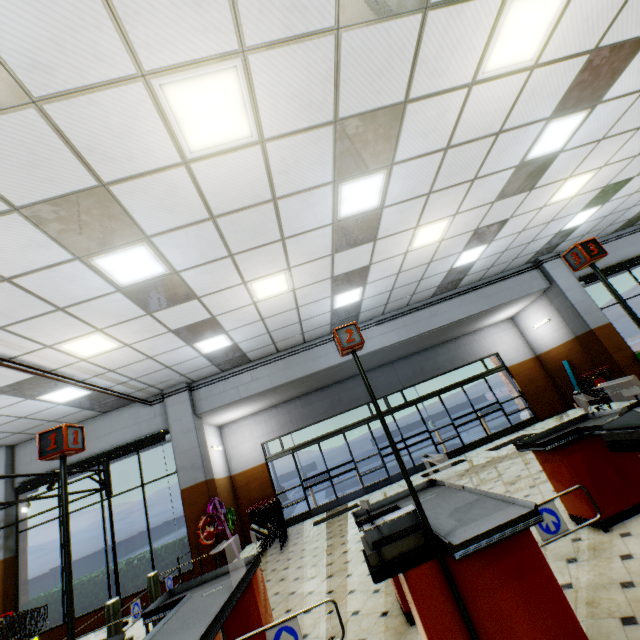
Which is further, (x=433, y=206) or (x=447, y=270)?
(x=447, y=270)

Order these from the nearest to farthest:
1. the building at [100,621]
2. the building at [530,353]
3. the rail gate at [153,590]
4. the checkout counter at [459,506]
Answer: the checkout counter at [459,506], the rail gate at [153,590], the building at [100,621], the building at [530,353]

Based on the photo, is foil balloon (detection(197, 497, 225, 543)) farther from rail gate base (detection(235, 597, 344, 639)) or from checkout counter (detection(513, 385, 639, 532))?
rail gate base (detection(235, 597, 344, 639))

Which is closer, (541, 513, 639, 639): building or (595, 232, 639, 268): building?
(541, 513, 639, 639): building

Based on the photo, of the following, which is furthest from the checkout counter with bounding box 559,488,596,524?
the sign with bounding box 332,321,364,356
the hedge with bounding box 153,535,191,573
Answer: the hedge with bounding box 153,535,191,573

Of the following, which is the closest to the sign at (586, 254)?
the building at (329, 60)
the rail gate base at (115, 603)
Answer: the building at (329, 60)

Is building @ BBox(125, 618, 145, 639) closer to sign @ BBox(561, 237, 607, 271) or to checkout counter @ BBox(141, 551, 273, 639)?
checkout counter @ BBox(141, 551, 273, 639)

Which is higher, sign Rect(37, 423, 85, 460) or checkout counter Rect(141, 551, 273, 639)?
sign Rect(37, 423, 85, 460)
